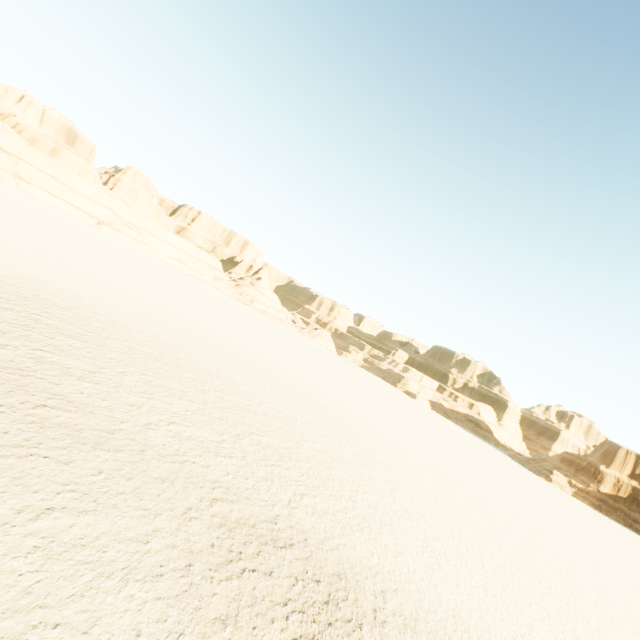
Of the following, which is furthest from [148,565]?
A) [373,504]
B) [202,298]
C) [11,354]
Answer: [202,298]
